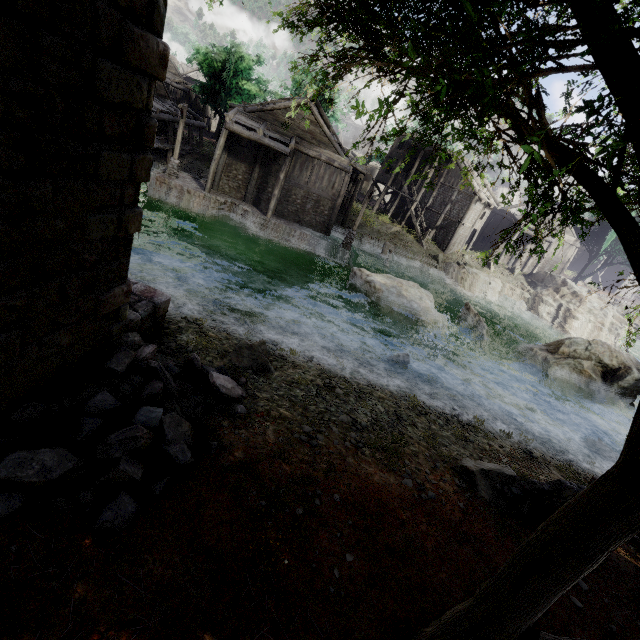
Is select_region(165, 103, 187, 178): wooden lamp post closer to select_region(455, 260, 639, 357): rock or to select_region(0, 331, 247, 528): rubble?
select_region(0, 331, 247, 528): rubble

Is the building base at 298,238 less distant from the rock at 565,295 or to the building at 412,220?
the building at 412,220

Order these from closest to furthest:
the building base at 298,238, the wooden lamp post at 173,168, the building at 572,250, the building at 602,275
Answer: the wooden lamp post at 173,168
the building base at 298,238
the building at 572,250
the building at 602,275

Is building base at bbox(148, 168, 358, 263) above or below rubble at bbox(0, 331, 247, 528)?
below

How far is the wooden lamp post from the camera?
21.2m

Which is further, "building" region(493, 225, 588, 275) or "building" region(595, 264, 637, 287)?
"building" region(595, 264, 637, 287)

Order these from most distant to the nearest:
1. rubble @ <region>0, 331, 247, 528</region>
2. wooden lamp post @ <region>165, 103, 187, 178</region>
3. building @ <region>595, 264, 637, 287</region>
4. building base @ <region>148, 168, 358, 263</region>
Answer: building @ <region>595, 264, 637, 287</region> < building base @ <region>148, 168, 358, 263</region> < wooden lamp post @ <region>165, 103, 187, 178</region> < rubble @ <region>0, 331, 247, 528</region>

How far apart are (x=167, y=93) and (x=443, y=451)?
37.0 meters
